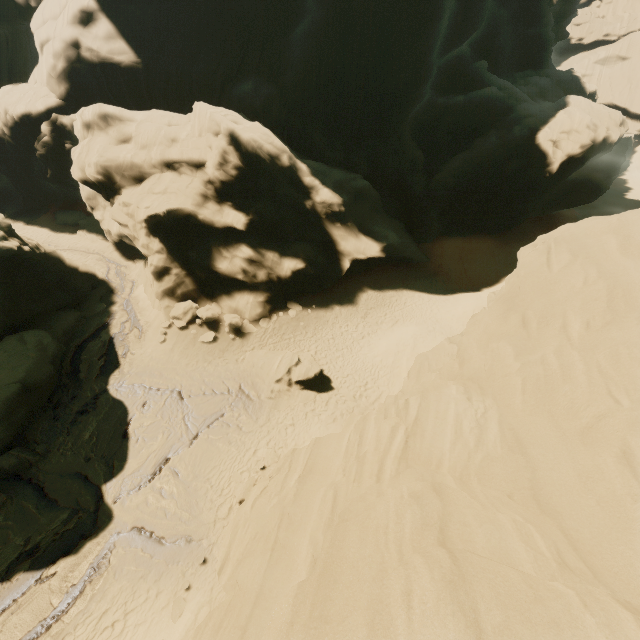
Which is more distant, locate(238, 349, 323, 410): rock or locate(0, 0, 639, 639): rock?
locate(238, 349, 323, 410): rock

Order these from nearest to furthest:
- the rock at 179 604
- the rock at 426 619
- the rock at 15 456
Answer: the rock at 426 619 → the rock at 179 604 → the rock at 15 456

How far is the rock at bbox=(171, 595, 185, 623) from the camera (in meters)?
10.42

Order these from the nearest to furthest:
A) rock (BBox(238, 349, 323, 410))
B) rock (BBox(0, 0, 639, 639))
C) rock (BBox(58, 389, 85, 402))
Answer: rock (BBox(0, 0, 639, 639))
rock (BBox(58, 389, 85, 402))
rock (BBox(238, 349, 323, 410))

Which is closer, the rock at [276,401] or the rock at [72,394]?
the rock at [72,394]

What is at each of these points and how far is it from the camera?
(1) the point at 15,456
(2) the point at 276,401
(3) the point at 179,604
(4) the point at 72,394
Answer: (1) rock, 13.91m
(2) rock, 17.48m
(3) rock, 10.73m
(4) rock, 17.00m
